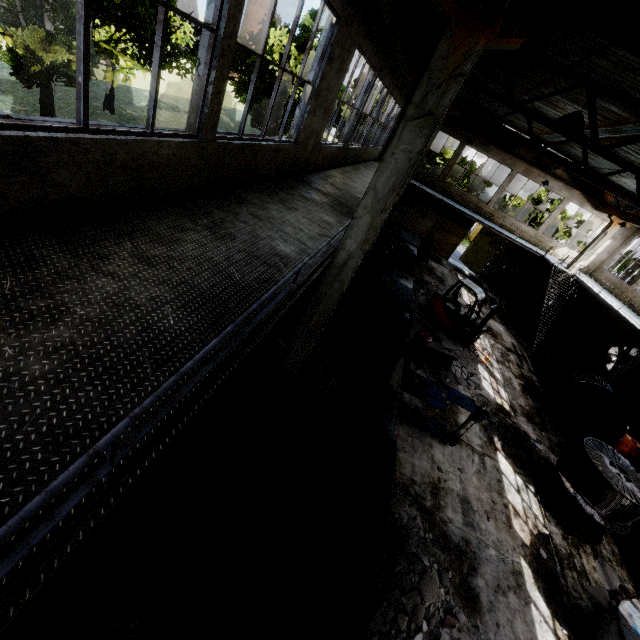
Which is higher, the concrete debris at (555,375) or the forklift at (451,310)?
the forklift at (451,310)

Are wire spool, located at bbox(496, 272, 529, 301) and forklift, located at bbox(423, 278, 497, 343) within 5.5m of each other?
no

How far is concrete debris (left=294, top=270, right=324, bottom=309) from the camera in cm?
1201

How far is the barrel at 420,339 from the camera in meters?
12.0

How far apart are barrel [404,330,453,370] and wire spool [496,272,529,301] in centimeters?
1477cm

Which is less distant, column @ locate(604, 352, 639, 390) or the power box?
column @ locate(604, 352, 639, 390)

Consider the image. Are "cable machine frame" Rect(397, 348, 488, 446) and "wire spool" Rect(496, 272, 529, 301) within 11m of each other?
no

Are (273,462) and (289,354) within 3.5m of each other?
yes
